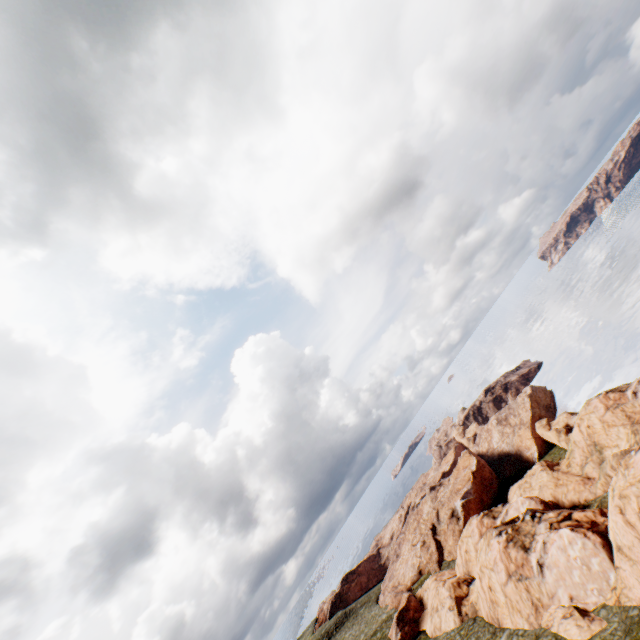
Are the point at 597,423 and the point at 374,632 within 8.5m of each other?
no
